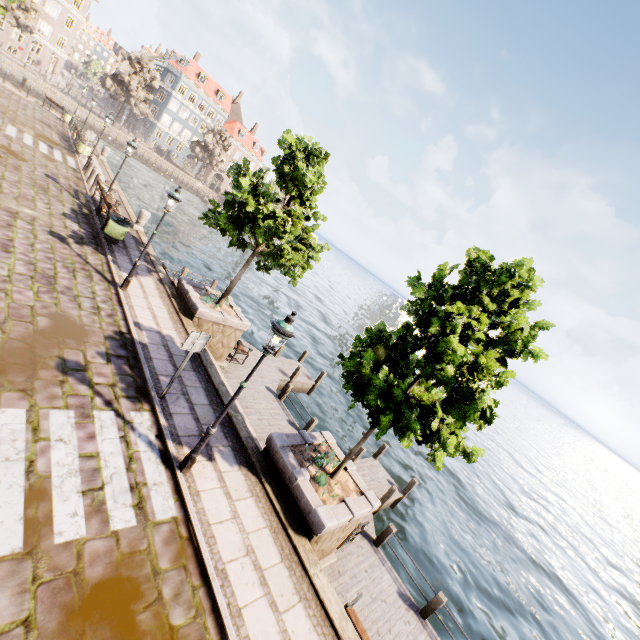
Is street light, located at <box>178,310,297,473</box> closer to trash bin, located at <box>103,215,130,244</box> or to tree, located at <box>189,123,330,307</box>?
tree, located at <box>189,123,330,307</box>

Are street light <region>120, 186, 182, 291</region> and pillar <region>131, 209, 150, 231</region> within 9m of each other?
yes

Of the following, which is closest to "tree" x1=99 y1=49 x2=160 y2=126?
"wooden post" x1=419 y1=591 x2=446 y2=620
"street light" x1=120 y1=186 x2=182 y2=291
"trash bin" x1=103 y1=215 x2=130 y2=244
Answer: "street light" x1=120 y1=186 x2=182 y2=291

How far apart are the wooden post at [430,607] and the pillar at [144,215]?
18.9 meters

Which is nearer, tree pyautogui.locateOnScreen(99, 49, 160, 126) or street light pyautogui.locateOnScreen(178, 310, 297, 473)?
street light pyautogui.locateOnScreen(178, 310, 297, 473)

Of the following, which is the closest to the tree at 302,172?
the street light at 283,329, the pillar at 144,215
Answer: the pillar at 144,215

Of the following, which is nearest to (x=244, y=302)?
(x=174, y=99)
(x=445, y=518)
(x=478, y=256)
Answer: (x=445, y=518)
